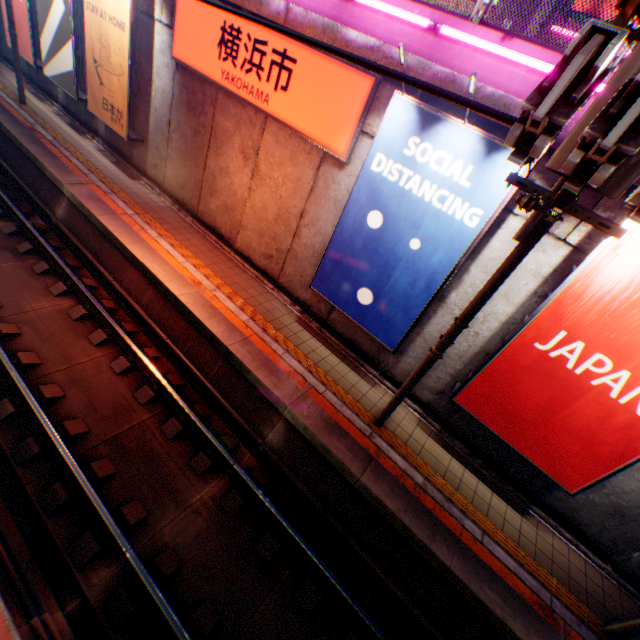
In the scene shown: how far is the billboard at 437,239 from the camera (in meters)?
5.41

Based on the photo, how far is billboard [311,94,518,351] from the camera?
5.4m

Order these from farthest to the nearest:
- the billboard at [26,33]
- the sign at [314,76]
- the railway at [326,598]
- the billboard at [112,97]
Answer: the billboard at [26,33], the billboard at [112,97], the sign at [314,76], the railway at [326,598]

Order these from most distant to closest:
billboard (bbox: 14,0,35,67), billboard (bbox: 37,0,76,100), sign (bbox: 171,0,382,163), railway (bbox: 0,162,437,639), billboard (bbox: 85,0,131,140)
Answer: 1. billboard (bbox: 14,0,35,67)
2. billboard (bbox: 37,0,76,100)
3. billboard (bbox: 85,0,131,140)
4. sign (bbox: 171,0,382,163)
5. railway (bbox: 0,162,437,639)

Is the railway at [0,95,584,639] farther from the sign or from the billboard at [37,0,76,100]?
the sign

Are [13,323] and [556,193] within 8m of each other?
no

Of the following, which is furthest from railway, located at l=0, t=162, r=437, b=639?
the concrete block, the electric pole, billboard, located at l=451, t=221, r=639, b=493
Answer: the concrete block

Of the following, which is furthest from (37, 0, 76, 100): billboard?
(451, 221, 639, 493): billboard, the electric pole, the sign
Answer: (451, 221, 639, 493): billboard
